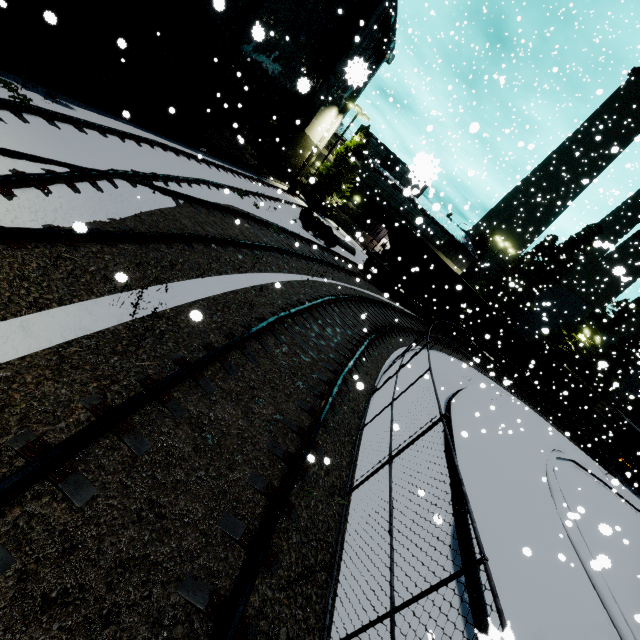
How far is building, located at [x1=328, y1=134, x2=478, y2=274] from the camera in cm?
3653

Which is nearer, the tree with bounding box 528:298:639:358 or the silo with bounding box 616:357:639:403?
the tree with bounding box 528:298:639:358

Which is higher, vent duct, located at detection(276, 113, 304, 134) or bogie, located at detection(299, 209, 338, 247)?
vent duct, located at detection(276, 113, 304, 134)

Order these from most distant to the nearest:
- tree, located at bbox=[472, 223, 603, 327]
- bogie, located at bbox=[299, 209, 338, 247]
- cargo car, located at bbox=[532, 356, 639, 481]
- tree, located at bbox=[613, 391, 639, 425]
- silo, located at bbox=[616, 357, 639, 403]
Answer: silo, located at bbox=[616, 357, 639, 403]
tree, located at bbox=[613, 391, 639, 425]
tree, located at bbox=[472, 223, 603, 327]
cargo car, located at bbox=[532, 356, 639, 481]
bogie, located at bbox=[299, 209, 338, 247]

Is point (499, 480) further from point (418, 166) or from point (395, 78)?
point (395, 78)

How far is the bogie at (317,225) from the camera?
21.1 meters

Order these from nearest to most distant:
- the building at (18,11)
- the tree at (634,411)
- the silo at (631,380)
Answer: the building at (18,11) < the tree at (634,411) < the silo at (631,380)

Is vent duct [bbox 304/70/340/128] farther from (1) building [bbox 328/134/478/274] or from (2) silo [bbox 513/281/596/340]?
(2) silo [bbox 513/281/596/340]
